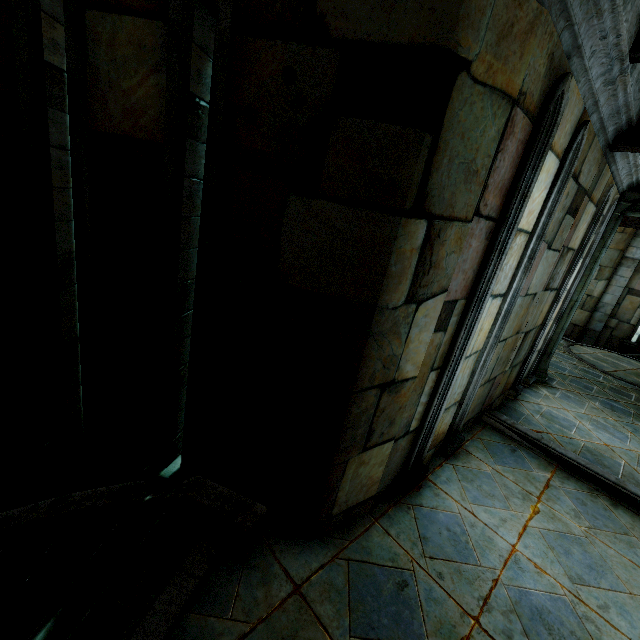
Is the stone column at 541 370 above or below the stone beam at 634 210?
below

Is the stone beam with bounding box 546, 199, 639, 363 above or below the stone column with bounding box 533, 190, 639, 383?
above

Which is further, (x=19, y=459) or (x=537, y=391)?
(x=537, y=391)
